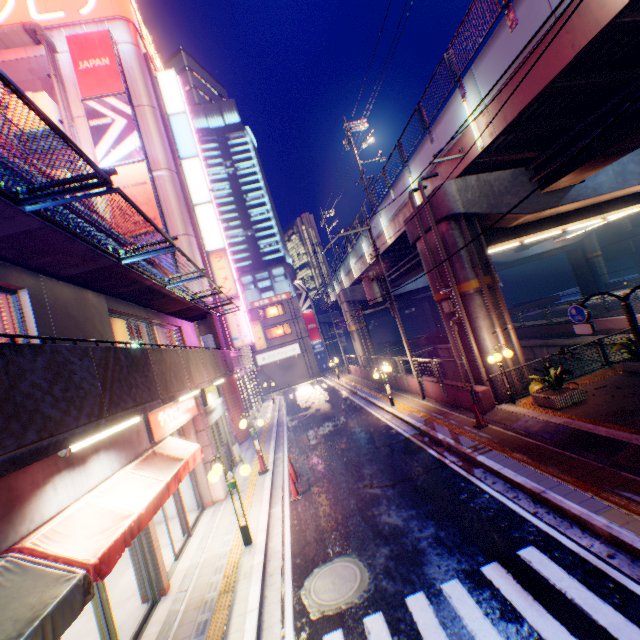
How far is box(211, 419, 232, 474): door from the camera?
13.5 meters

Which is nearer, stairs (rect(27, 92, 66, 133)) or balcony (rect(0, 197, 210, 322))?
balcony (rect(0, 197, 210, 322))

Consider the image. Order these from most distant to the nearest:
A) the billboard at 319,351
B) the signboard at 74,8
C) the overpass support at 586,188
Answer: the billboard at 319,351, the signboard at 74,8, the overpass support at 586,188

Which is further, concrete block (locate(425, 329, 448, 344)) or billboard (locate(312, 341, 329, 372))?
billboard (locate(312, 341, 329, 372))

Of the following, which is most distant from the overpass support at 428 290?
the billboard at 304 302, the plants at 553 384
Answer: the billboard at 304 302

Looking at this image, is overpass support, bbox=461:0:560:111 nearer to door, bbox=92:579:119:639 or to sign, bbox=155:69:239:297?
sign, bbox=155:69:239:297

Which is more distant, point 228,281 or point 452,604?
point 228,281

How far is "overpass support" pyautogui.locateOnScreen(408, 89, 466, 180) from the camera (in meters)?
11.87
